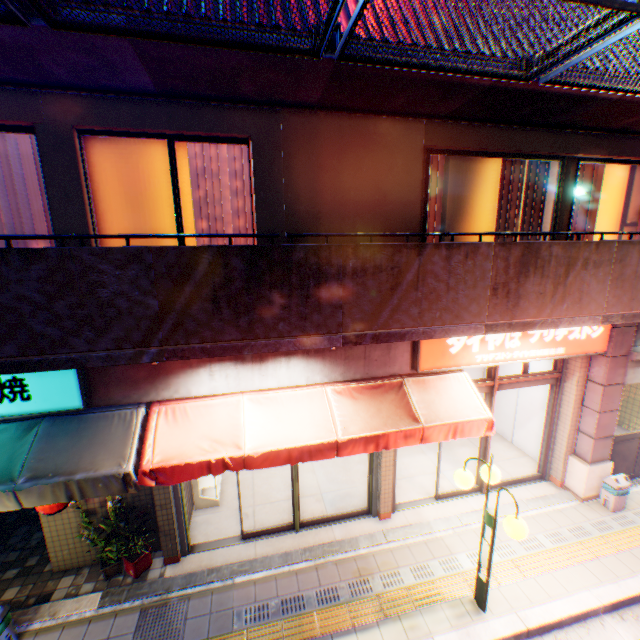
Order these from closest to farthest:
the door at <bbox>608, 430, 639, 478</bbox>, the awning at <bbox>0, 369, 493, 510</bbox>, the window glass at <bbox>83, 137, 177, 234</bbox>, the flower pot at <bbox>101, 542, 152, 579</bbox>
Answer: the awning at <bbox>0, 369, 493, 510</bbox>, the window glass at <bbox>83, 137, 177, 234</bbox>, the flower pot at <bbox>101, 542, 152, 579</bbox>, the door at <bbox>608, 430, 639, 478</bbox>

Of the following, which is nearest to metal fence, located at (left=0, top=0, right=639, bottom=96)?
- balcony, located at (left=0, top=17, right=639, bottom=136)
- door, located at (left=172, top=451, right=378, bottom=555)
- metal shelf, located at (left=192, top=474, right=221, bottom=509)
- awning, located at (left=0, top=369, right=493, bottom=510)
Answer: balcony, located at (left=0, top=17, right=639, bottom=136)

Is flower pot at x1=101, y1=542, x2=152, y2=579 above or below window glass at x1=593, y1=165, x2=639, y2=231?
below

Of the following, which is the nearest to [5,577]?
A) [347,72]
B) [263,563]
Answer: [263,563]

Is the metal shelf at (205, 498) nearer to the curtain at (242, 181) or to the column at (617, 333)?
the curtain at (242, 181)

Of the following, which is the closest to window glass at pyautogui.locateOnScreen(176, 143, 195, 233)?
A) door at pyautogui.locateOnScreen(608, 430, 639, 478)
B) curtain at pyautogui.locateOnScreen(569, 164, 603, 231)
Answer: curtain at pyautogui.locateOnScreen(569, 164, 603, 231)

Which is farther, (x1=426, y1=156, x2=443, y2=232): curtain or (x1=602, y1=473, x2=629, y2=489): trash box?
(x1=602, y1=473, x2=629, y2=489): trash box

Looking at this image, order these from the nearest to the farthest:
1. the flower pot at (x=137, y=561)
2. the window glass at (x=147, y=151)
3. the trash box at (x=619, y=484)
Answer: the window glass at (x=147, y=151) < the flower pot at (x=137, y=561) < the trash box at (x=619, y=484)
